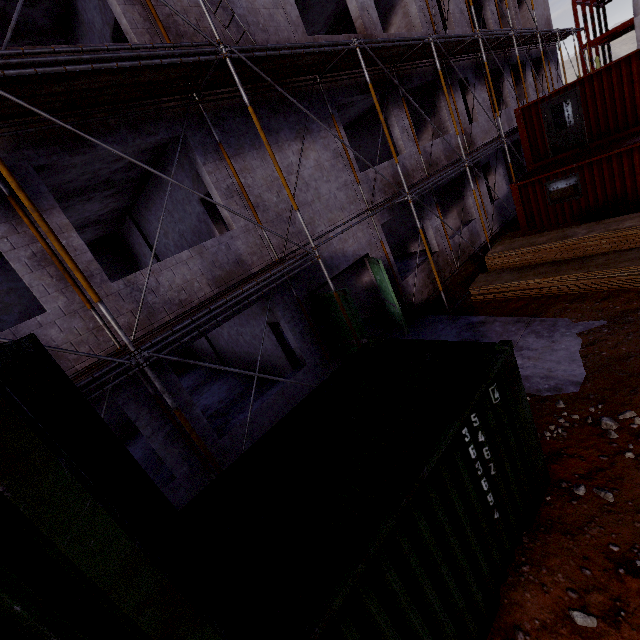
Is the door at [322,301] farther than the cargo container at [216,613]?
Yes

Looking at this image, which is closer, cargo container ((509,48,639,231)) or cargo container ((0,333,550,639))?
cargo container ((0,333,550,639))

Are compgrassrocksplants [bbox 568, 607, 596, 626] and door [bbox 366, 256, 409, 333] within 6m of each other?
no

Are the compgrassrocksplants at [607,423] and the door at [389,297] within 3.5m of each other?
no

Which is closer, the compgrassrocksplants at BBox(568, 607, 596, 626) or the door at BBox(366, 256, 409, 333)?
the compgrassrocksplants at BBox(568, 607, 596, 626)

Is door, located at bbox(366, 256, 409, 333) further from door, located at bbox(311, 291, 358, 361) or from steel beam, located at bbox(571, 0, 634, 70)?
steel beam, located at bbox(571, 0, 634, 70)

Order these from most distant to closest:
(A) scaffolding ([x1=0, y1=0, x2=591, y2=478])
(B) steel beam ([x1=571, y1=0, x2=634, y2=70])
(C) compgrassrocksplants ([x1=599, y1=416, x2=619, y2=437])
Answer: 1. (B) steel beam ([x1=571, y1=0, x2=634, y2=70])
2. (C) compgrassrocksplants ([x1=599, y1=416, x2=619, y2=437])
3. (A) scaffolding ([x1=0, y1=0, x2=591, y2=478])

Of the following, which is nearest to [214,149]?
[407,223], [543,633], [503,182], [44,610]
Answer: [44,610]
